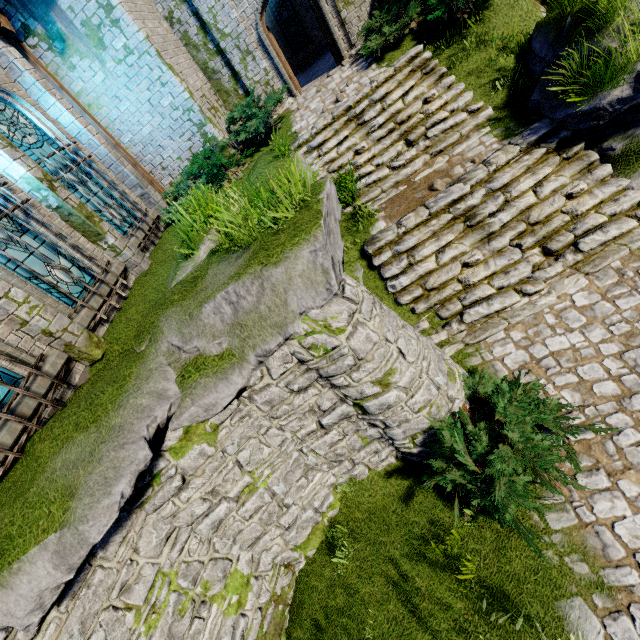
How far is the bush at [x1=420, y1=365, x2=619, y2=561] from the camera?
4.2 meters

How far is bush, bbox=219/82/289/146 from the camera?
9.8m

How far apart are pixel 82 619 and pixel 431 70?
12.8m

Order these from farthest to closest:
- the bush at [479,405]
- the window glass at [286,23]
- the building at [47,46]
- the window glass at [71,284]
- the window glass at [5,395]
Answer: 1. the window glass at [286,23]
2. the building at [47,46]
3. the window glass at [71,284]
4. the window glass at [5,395]
5. the bush at [479,405]

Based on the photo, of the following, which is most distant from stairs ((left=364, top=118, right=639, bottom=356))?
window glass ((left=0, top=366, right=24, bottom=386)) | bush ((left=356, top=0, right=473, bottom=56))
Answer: window glass ((left=0, top=366, right=24, bottom=386))

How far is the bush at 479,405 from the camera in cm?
416

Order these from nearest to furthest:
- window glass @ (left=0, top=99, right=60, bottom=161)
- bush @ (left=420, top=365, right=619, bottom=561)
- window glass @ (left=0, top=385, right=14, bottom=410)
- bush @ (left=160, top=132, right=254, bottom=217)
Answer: bush @ (left=420, top=365, right=619, bottom=561)
window glass @ (left=0, top=385, right=14, bottom=410)
window glass @ (left=0, top=99, right=60, bottom=161)
bush @ (left=160, top=132, right=254, bottom=217)
